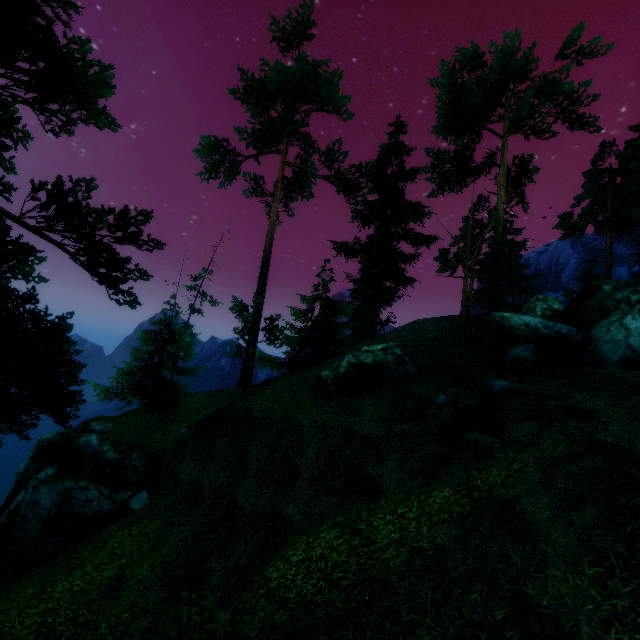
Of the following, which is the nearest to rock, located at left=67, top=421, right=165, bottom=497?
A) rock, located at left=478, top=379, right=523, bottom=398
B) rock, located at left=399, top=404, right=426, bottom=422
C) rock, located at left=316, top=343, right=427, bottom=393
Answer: rock, located at left=316, top=343, right=427, bottom=393

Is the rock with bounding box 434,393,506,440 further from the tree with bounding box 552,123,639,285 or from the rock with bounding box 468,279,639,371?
the tree with bounding box 552,123,639,285

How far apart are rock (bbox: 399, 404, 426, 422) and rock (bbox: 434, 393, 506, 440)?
1.2 meters

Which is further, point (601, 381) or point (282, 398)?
point (282, 398)

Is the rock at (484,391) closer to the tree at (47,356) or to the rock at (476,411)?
the rock at (476,411)

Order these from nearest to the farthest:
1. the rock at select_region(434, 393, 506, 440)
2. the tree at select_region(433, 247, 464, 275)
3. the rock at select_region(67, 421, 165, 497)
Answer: the rock at select_region(434, 393, 506, 440), the rock at select_region(67, 421, 165, 497), the tree at select_region(433, 247, 464, 275)

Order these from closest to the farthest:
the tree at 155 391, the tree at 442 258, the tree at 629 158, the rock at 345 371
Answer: the rock at 345 371 → the tree at 155 391 → the tree at 629 158 → the tree at 442 258

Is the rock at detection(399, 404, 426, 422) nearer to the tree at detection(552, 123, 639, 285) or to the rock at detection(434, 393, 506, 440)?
the rock at detection(434, 393, 506, 440)
